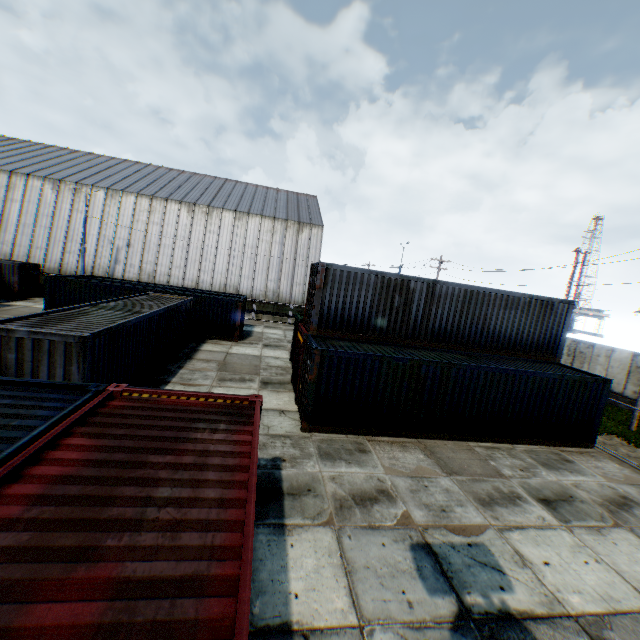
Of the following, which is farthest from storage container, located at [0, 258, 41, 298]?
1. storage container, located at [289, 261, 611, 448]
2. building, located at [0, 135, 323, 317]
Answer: storage container, located at [289, 261, 611, 448]

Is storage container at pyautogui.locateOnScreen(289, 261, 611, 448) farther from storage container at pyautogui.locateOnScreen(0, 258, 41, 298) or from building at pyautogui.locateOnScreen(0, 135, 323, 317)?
storage container at pyautogui.locateOnScreen(0, 258, 41, 298)

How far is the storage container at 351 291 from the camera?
11.29m

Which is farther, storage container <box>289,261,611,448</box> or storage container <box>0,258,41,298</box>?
storage container <box>0,258,41,298</box>

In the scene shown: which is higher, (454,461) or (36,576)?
(36,576)

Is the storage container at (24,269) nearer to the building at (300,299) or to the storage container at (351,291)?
the building at (300,299)

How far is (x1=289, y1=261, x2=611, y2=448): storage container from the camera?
11.29m

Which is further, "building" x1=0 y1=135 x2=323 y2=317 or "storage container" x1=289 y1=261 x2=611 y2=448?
"building" x1=0 y1=135 x2=323 y2=317
